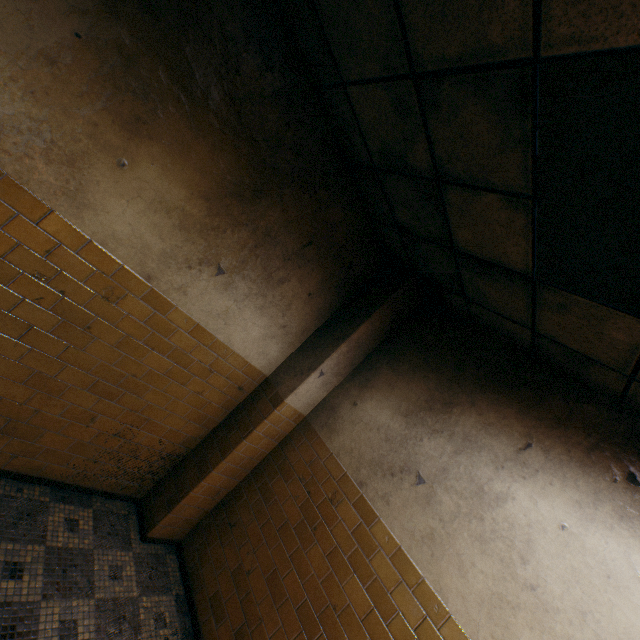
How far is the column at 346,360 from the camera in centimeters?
336cm

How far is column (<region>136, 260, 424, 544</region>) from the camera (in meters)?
3.36

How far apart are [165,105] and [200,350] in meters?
2.0
